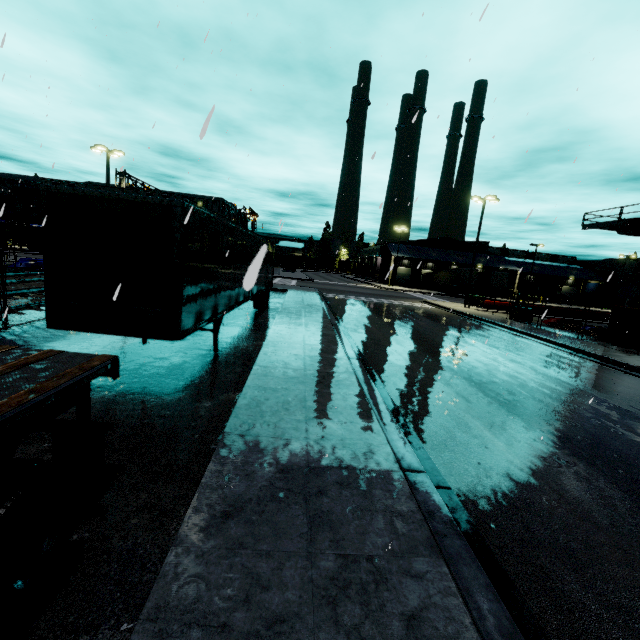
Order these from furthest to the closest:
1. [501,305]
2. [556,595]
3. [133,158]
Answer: [501,305], [133,158], [556,595]

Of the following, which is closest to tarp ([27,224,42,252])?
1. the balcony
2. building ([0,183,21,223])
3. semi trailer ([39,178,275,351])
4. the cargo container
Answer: semi trailer ([39,178,275,351])

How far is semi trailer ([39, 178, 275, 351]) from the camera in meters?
6.0

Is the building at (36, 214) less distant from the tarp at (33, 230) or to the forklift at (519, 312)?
the tarp at (33, 230)

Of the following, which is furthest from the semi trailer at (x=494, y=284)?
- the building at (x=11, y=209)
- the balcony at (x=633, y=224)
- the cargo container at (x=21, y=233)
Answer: the balcony at (x=633, y=224)

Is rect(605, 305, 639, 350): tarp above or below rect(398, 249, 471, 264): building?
below

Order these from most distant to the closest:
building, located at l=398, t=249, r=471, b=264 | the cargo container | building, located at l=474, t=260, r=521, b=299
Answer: building, located at l=474, t=260, r=521, b=299 < building, located at l=398, t=249, r=471, b=264 < the cargo container

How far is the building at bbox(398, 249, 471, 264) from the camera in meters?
57.3
